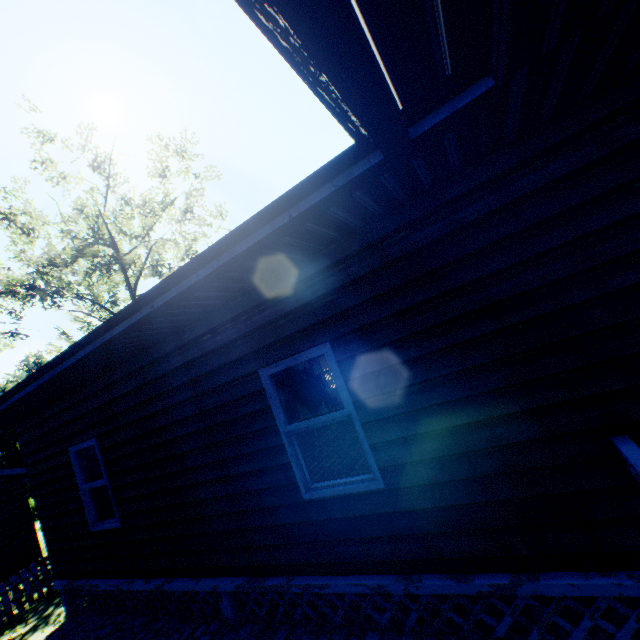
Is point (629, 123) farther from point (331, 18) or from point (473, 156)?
point (331, 18)

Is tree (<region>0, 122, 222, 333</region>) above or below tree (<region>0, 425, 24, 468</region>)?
above

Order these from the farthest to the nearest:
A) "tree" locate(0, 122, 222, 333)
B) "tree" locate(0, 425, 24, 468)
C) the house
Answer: "tree" locate(0, 425, 24, 468)
"tree" locate(0, 122, 222, 333)
the house

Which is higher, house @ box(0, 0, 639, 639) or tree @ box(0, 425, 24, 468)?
tree @ box(0, 425, 24, 468)

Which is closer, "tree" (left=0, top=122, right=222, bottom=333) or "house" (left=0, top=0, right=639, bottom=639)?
"house" (left=0, top=0, right=639, bottom=639)

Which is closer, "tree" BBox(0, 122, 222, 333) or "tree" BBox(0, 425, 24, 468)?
"tree" BBox(0, 122, 222, 333)

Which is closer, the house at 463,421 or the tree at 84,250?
the house at 463,421

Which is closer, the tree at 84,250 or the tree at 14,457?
the tree at 84,250
